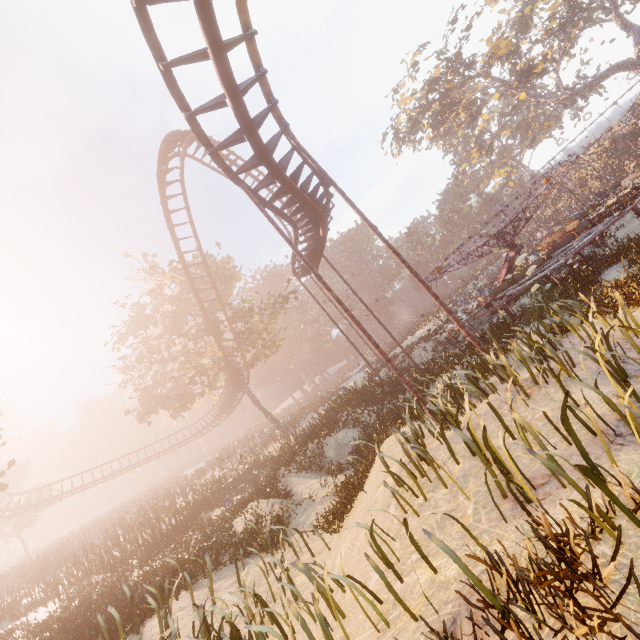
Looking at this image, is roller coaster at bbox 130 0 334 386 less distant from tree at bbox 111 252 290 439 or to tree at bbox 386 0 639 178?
tree at bbox 111 252 290 439

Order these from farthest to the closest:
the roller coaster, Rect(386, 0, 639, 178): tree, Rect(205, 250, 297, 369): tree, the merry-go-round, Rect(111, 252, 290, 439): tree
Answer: Rect(386, 0, 639, 178): tree, Rect(205, 250, 297, 369): tree, Rect(111, 252, 290, 439): tree, the merry-go-round, the roller coaster

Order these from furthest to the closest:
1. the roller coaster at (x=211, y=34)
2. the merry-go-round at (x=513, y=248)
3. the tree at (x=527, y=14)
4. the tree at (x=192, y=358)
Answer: the tree at (x=527, y=14) → the tree at (x=192, y=358) → the merry-go-round at (x=513, y=248) → the roller coaster at (x=211, y=34)

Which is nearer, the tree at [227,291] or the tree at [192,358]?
the tree at [192,358]

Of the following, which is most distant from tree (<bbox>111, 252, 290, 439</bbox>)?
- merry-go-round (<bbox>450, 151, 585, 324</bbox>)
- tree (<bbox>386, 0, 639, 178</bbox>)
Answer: tree (<bbox>386, 0, 639, 178</bbox>)

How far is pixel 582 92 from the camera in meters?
36.6

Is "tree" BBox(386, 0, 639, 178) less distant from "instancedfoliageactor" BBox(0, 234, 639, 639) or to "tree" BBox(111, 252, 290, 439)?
"tree" BBox(111, 252, 290, 439)

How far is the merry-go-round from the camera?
14.88m
